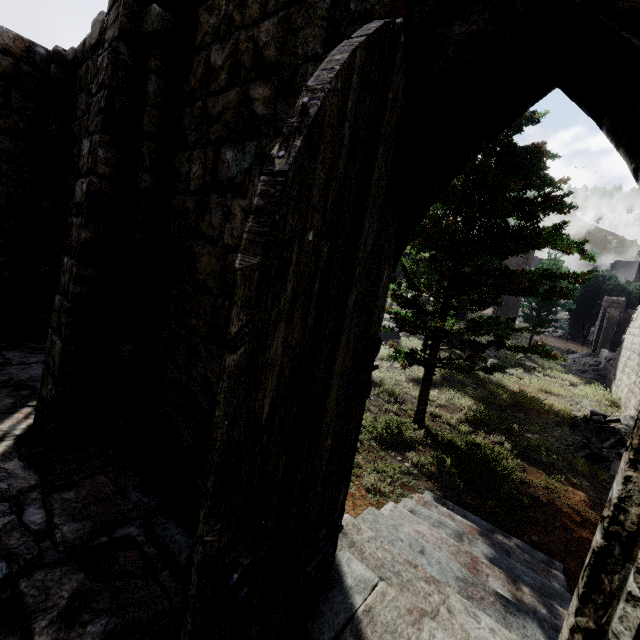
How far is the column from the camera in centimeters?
3583cm

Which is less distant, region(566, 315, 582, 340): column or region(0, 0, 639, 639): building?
region(0, 0, 639, 639): building

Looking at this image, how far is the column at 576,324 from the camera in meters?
35.8

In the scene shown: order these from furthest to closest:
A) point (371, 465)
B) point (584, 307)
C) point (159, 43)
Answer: point (584, 307) → point (371, 465) → point (159, 43)

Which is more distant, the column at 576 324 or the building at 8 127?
the column at 576 324
